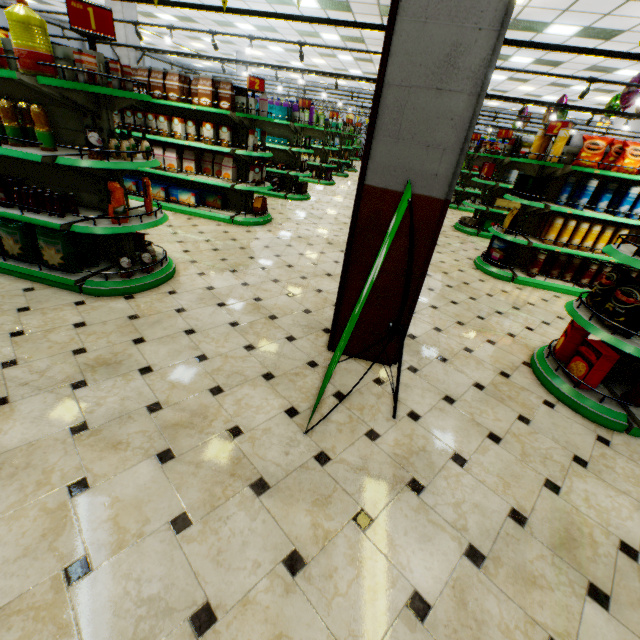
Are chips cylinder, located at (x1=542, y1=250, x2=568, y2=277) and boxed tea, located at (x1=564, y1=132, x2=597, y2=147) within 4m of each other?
yes

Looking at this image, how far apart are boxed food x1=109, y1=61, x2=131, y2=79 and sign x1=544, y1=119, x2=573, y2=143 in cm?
589

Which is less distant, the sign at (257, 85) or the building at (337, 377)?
the building at (337, 377)

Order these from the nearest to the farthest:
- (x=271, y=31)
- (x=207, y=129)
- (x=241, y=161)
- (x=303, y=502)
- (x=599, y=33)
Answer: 1. (x=303, y=502)
2. (x=207, y=129)
3. (x=241, y=161)
4. (x=599, y=33)
5. (x=271, y=31)

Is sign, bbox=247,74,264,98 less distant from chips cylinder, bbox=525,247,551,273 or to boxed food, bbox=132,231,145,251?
boxed food, bbox=132,231,145,251

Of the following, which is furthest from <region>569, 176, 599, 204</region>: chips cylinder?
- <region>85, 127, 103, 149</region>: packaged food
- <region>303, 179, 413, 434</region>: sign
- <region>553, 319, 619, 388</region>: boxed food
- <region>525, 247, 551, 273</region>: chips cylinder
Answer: <region>85, 127, 103, 149</region>: packaged food

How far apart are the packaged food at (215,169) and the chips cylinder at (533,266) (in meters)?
A: 5.69

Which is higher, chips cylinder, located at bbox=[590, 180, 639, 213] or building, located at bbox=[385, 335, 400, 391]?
chips cylinder, located at bbox=[590, 180, 639, 213]
